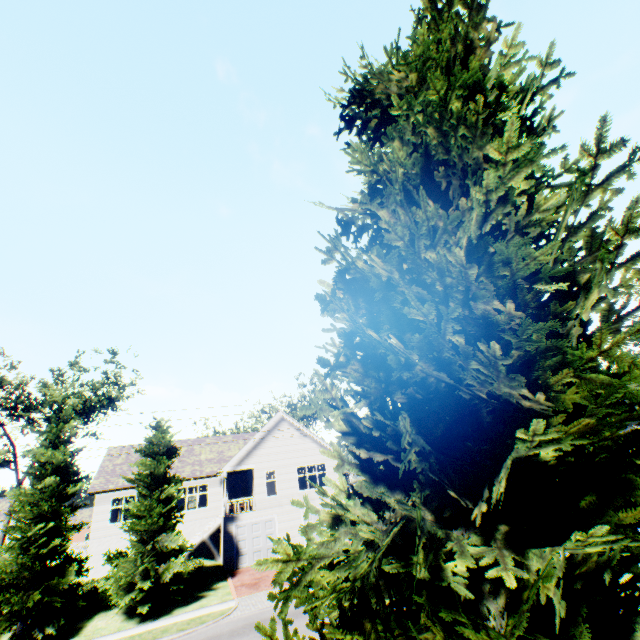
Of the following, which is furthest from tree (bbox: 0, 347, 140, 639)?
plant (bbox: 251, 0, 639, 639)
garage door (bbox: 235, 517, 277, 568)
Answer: Answer: garage door (bbox: 235, 517, 277, 568)

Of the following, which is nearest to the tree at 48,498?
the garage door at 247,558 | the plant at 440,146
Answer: the plant at 440,146

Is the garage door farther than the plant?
Yes

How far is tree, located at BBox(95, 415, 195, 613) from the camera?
17.5 meters

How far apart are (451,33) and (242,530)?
30.21m

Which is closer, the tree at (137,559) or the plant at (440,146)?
the plant at (440,146)

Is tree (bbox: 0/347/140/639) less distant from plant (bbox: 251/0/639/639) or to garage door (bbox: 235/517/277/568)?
plant (bbox: 251/0/639/639)
